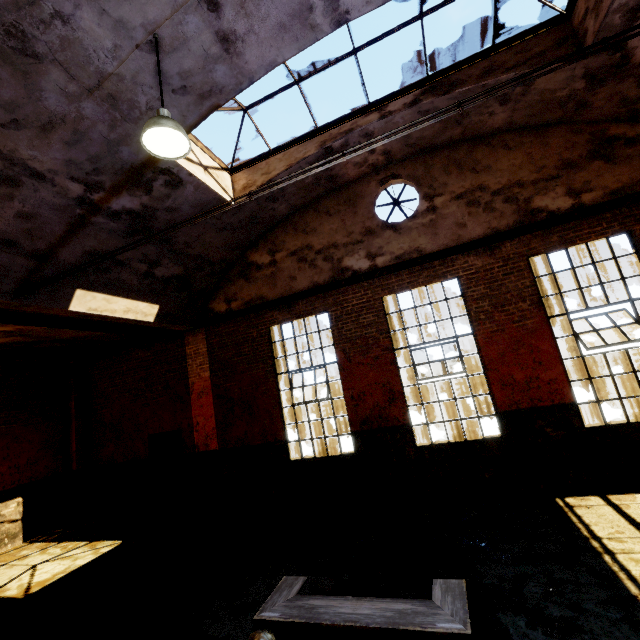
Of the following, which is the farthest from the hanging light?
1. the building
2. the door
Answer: the door

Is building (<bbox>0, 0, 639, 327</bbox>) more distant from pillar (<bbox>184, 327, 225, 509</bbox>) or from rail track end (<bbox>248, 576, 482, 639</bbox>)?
rail track end (<bbox>248, 576, 482, 639</bbox>)

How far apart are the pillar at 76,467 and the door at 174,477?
2.58m

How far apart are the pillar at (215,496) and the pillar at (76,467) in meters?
4.4

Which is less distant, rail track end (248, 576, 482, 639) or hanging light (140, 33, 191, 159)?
rail track end (248, 576, 482, 639)

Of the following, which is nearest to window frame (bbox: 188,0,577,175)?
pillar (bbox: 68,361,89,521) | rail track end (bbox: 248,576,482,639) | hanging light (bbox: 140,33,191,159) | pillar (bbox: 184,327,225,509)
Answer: hanging light (bbox: 140,33,191,159)

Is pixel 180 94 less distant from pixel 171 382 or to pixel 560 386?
pixel 171 382

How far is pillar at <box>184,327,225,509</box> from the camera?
8.73m
